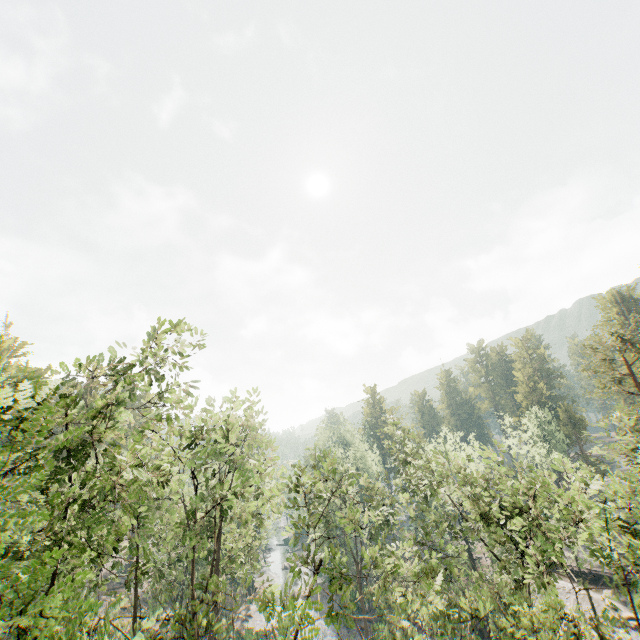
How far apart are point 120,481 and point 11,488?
5.55m

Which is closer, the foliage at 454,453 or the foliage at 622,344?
the foliage at 454,453

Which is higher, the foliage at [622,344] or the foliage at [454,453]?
the foliage at [622,344]

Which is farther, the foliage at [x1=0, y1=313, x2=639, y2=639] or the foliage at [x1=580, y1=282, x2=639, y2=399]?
the foliage at [x1=580, y1=282, x2=639, y2=399]

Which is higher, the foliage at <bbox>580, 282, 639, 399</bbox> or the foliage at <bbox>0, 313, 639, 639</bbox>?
the foliage at <bbox>580, 282, 639, 399</bbox>
